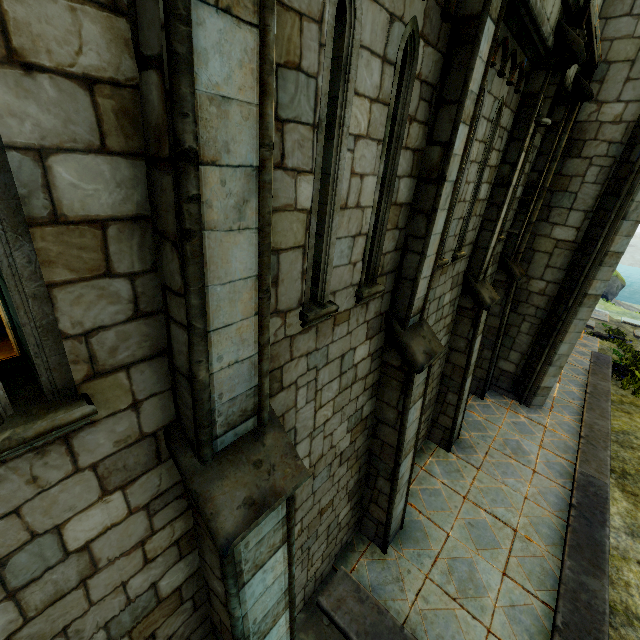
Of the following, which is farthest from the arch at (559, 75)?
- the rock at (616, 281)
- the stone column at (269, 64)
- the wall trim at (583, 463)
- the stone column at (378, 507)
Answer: the rock at (616, 281)

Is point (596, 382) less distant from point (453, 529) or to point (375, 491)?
point (453, 529)

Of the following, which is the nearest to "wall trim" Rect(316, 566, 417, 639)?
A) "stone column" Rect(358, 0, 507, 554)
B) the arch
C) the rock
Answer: "stone column" Rect(358, 0, 507, 554)

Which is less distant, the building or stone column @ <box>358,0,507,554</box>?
stone column @ <box>358,0,507,554</box>

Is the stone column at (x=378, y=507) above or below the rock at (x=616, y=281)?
above

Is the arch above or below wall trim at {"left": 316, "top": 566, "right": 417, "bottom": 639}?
above

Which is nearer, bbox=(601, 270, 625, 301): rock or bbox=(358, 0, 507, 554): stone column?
bbox=(358, 0, 507, 554): stone column

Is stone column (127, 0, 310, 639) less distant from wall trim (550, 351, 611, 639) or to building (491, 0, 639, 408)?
wall trim (550, 351, 611, 639)
